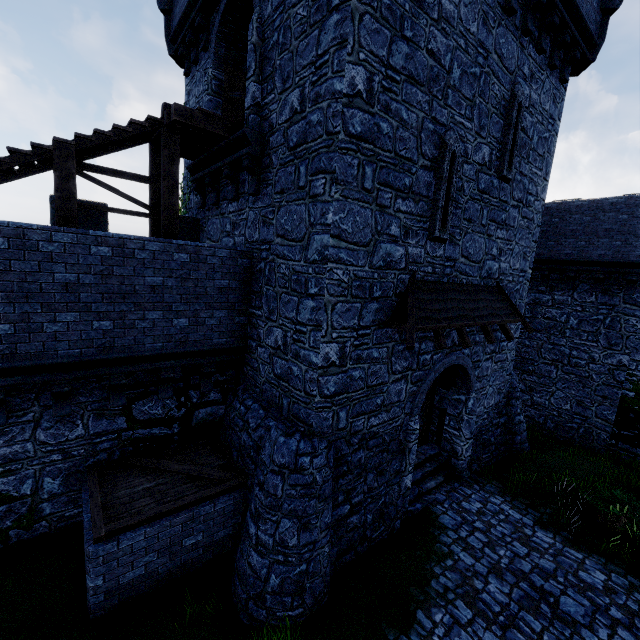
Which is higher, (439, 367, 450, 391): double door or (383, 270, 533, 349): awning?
(383, 270, 533, 349): awning

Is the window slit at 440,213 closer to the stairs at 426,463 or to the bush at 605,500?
the stairs at 426,463

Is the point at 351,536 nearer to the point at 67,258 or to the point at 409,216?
the point at 409,216

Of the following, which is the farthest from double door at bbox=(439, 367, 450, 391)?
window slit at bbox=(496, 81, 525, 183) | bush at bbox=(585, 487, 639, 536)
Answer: window slit at bbox=(496, 81, 525, 183)

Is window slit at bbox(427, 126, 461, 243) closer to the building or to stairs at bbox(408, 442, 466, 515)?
the building

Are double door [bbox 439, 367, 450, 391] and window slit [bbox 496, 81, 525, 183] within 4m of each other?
no

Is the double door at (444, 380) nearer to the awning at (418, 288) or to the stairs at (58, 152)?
the awning at (418, 288)

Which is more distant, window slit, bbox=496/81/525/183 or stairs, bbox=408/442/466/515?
stairs, bbox=408/442/466/515
